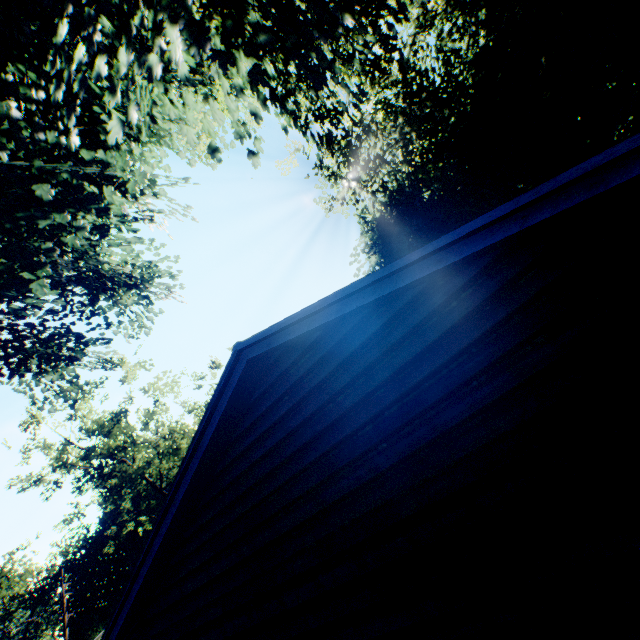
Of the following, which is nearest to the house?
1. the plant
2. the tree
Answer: the plant

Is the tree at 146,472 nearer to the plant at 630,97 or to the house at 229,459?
the plant at 630,97

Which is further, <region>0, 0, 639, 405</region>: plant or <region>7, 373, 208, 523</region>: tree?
<region>7, 373, 208, 523</region>: tree

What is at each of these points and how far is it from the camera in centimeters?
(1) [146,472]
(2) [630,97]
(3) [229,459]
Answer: (1) tree, 1930cm
(2) plant, 1298cm
(3) house, 470cm

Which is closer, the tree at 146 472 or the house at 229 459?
the house at 229 459

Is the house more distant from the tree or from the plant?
the tree
